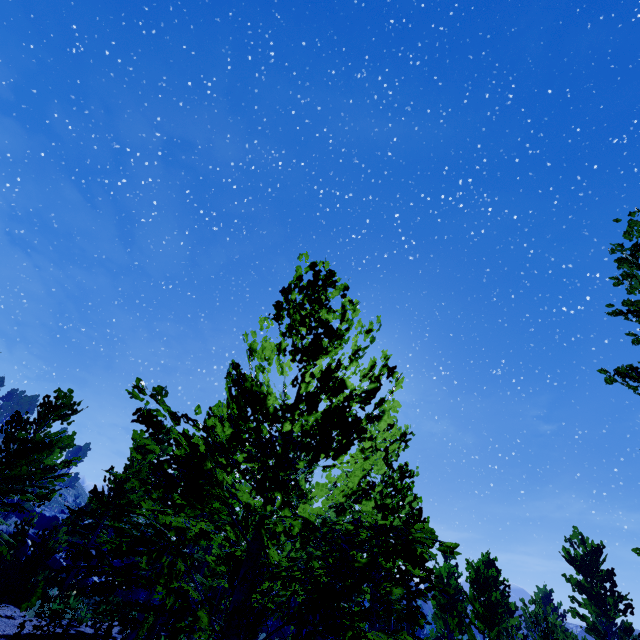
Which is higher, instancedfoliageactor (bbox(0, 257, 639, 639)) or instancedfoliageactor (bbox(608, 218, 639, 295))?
instancedfoliageactor (bbox(608, 218, 639, 295))

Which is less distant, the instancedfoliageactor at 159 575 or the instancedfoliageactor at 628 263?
the instancedfoliageactor at 159 575

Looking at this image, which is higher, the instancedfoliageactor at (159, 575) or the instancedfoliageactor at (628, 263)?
the instancedfoliageactor at (628, 263)

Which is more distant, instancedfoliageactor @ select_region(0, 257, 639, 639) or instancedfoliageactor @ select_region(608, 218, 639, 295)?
instancedfoliageactor @ select_region(608, 218, 639, 295)

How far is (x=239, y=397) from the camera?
3.20m
